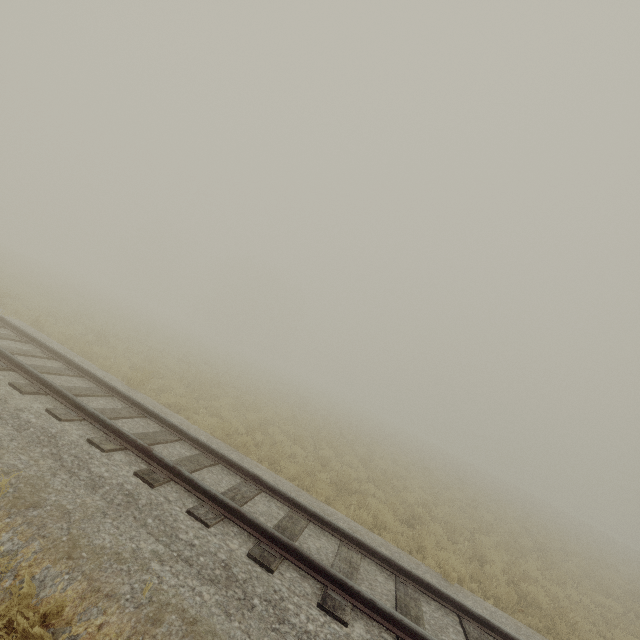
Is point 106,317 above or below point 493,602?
above
